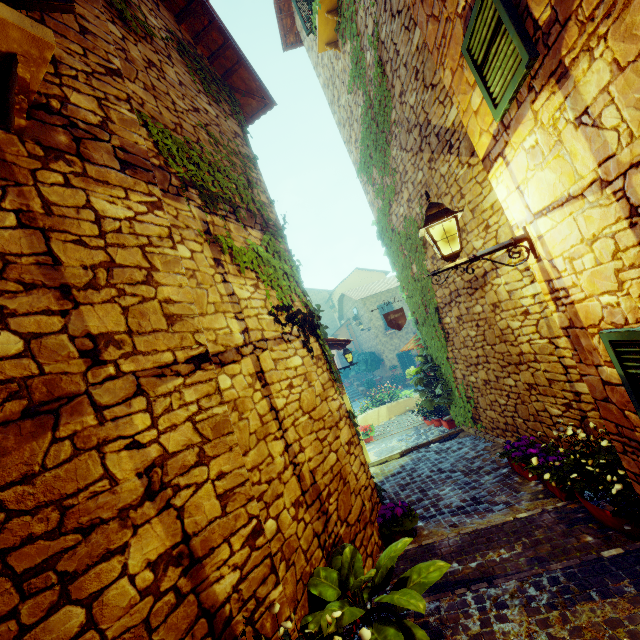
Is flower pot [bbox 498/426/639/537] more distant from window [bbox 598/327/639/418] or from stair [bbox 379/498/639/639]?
window [bbox 598/327/639/418]

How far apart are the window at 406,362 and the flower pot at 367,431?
12.7m

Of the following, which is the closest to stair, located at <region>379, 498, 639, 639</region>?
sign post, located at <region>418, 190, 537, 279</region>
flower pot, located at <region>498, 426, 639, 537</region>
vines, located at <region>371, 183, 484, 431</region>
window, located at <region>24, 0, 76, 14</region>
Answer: flower pot, located at <region>498, 426, 639, 537</region>

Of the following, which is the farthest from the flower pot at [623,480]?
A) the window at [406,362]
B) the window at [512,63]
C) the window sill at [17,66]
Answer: the window at [406,362]

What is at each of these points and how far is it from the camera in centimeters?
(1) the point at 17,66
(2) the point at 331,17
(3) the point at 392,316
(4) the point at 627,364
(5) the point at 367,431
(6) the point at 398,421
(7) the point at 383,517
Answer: (1) window sill, 174cm
(2) window sill, 639cm
(3) sign post, 757cm
(4) window, 215cm
(5) flower pot, 1034cm
(6) stair, 1298cm
(7) flower pot, 427cm

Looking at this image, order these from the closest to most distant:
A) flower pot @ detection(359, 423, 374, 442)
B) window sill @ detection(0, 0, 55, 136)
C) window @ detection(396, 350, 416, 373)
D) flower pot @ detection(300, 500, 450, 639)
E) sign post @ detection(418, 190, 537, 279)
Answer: window sill @ detection(0, 0, 55, 136)
flower pot @ detection(300, 500, 450, 639)
sign post @ detection(418, 190, 537, 279)
flower pot @ detection(359, 423, 374, 442)
window @ detection(396, 350, 416, 373)

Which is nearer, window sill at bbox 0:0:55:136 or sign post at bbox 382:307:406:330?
window sill at bbox 0:0:55:136

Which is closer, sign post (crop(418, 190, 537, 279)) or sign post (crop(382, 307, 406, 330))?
sign post (crop(418, 190, 537, 279))
